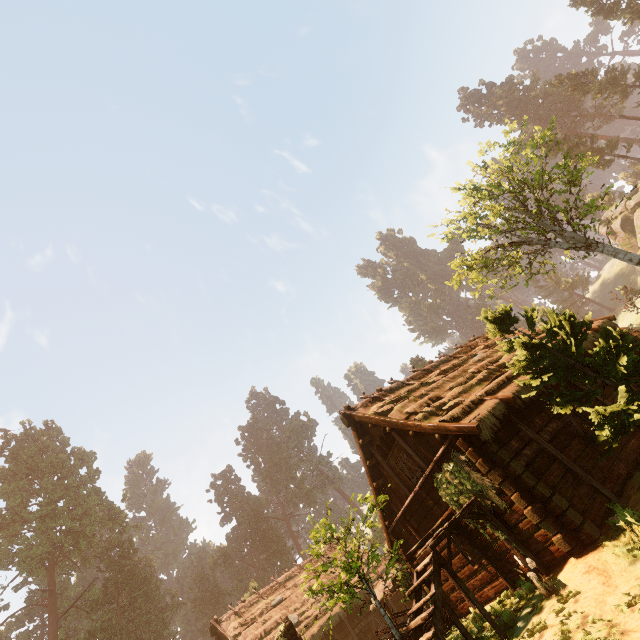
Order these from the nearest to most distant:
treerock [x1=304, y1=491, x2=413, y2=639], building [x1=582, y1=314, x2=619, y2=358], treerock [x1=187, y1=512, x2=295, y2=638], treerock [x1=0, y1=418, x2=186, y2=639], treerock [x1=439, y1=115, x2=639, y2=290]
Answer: treerock [x1=304, y1=491, x2=413, y2=639]
building [x1=582, y1=314, x2=619, y2=358]
treerock [x1=439, y1=115, x2=639, y2=290]
treerock [x1=0, y1=418, x2=186, y2=639]
treerock [x1=187, y1=512, x2=295, y2=638]

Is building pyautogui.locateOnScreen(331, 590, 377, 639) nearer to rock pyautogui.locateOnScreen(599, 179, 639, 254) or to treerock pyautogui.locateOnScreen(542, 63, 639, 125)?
treerock pyautogui.locateOnScreen(542, 63, 639, 125)

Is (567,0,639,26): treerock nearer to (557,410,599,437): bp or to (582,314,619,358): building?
(582,314,619,358): building

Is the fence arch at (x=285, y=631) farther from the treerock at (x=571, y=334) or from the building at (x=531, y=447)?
the treerock at (x=571, y=334)

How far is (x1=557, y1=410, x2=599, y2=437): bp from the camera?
10.35m

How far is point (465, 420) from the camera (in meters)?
9.93

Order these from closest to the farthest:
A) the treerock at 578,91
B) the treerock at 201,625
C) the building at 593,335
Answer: the building at 593,335 < the treerock at 578,91 < the treerock at 201,625
